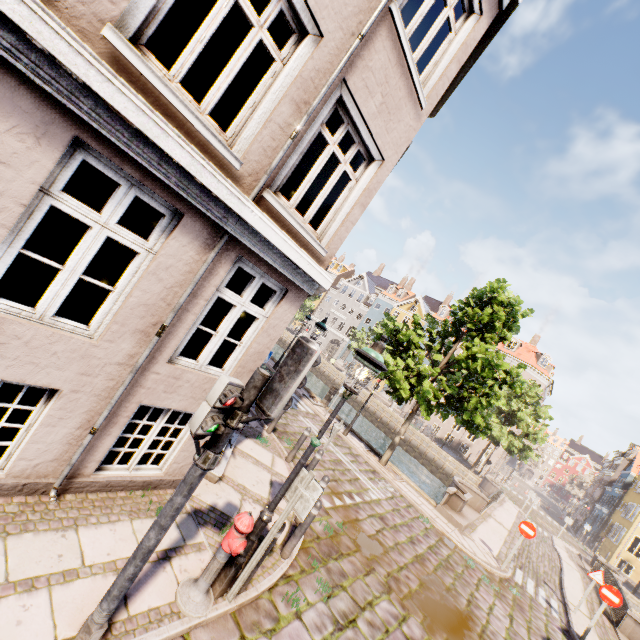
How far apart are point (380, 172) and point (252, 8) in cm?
280

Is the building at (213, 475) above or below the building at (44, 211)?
below

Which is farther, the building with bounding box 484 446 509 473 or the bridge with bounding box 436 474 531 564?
the building with bounding box 484 446 509 473

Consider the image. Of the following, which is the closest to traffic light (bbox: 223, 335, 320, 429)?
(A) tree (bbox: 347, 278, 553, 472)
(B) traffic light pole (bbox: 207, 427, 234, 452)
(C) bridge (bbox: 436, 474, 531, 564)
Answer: (B) traffic light pole (bbox: 207, 427, 234, 452)

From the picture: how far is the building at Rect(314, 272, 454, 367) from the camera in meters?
49.8 m

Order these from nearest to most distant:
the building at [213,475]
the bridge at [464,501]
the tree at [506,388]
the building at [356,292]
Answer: the building at [213,475] → the tree at [506,388] → the bridge at [464,501] → the building at [356,292]

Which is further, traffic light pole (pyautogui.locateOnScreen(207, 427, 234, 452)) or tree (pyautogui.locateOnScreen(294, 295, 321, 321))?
tree (pyautogui.locateOnScreen(294, 295, 321, 321))

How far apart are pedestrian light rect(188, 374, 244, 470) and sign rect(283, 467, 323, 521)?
1.57m
